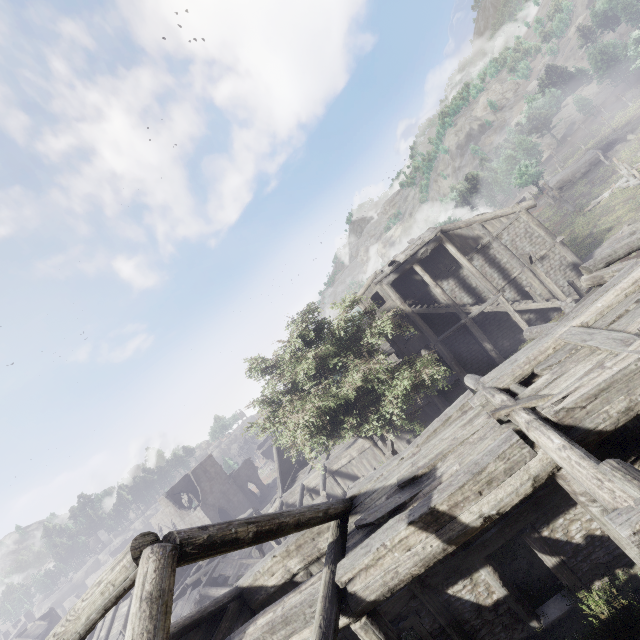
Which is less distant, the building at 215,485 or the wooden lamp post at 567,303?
the building at 215,485

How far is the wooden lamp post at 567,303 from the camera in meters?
17.4

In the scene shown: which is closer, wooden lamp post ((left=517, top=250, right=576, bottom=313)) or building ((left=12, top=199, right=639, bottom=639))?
building ((left=12, top=199, right=639, bottom=639))

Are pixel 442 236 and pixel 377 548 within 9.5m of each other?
no

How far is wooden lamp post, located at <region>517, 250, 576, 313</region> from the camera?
17.4m
